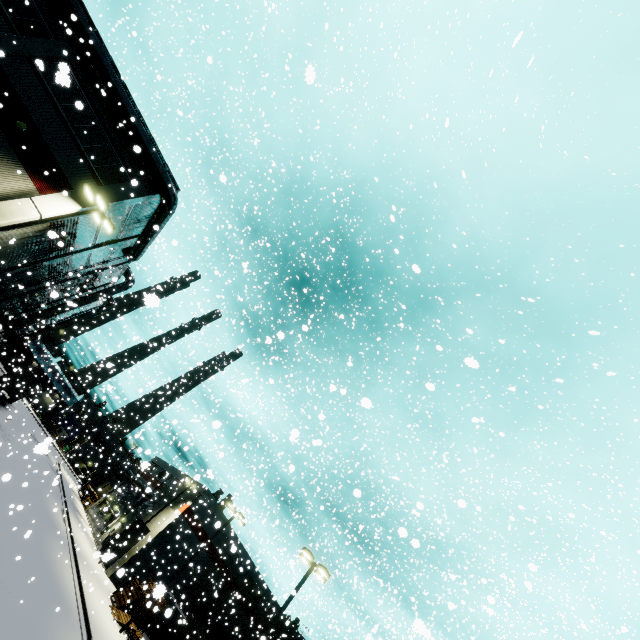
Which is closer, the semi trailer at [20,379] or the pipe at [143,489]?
the pipe at [143,489]

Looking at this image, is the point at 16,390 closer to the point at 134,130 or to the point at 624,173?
the point at 134,130

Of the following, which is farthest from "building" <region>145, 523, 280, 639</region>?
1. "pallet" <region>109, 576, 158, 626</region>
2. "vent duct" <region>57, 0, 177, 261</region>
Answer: "pallet" <region>109, 576, 158, 626</region>

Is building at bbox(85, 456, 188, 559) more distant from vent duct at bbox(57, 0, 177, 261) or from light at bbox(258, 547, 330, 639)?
light at bbox(258, 547, 330, 639)

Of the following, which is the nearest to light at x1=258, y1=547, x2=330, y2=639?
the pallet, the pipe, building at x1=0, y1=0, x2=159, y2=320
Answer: the pallet

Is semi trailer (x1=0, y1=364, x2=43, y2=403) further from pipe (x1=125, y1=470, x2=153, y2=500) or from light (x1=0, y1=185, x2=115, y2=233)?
light (x1=0, y1=185, x2=115, y2=233)

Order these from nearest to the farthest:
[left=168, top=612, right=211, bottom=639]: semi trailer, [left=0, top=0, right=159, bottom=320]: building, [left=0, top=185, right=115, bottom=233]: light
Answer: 1. [left=0, top=185, right=115, bottom=233]: light
2. [left=0, top=0, right=159, bottom=320]: building
3. [left=168, top=612, right=211, bottom=639]: semi trailer

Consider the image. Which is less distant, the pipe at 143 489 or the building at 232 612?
the pipe at 143 489
